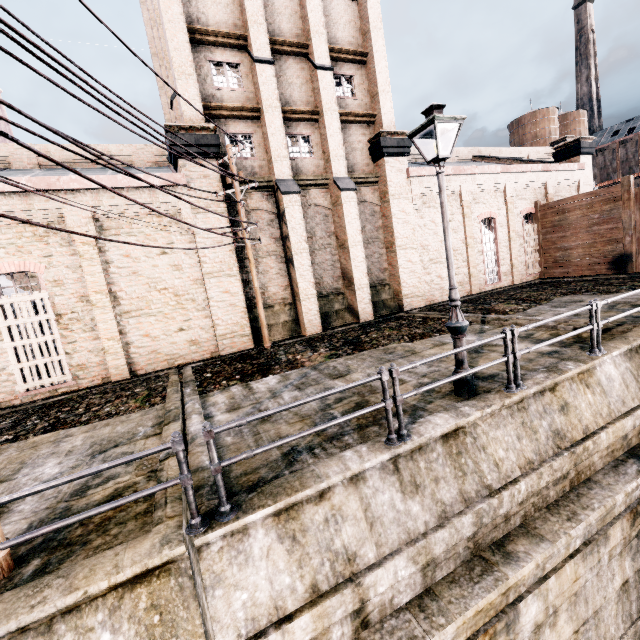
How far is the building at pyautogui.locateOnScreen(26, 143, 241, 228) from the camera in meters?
12.9 m

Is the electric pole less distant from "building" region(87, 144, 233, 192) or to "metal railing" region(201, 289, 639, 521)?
"building" region(87, 144, 233, 192)

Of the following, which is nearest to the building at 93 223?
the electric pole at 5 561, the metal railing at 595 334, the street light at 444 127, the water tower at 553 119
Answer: the electric pole at 5 561

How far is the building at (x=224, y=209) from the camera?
14.1m

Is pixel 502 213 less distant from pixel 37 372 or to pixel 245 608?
pixel 245 608

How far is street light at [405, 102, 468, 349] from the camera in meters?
6.0 m

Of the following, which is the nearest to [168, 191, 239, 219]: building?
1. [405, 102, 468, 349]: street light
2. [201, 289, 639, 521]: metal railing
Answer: [405, 102, 468, 349]: street light
